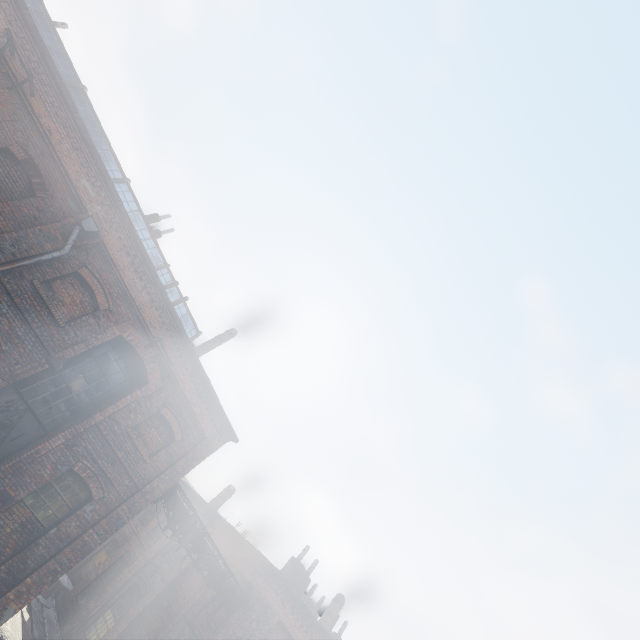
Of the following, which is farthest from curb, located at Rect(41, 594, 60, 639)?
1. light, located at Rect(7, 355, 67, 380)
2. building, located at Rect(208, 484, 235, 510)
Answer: light, located at Rect(7, 355, 67, 380)

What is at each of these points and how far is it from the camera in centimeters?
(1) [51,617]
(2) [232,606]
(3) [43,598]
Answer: (1) curb, 1554cm
(2) pipe, 1383cm
(3) spool, 1555cm

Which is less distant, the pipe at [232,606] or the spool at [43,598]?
the pipe at [232,606]

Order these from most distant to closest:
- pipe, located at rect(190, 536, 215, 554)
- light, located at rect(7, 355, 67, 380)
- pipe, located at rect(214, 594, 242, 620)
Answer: pipe, located at rect(214, 594, 242, 620), pipe, located at rect(190, 536, 215, 554), light, located at rect(7, 355, 67, 380)

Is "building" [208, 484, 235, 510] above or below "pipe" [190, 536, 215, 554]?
above

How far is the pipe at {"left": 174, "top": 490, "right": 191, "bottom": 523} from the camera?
12.2m

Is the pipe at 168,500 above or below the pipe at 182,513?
below
